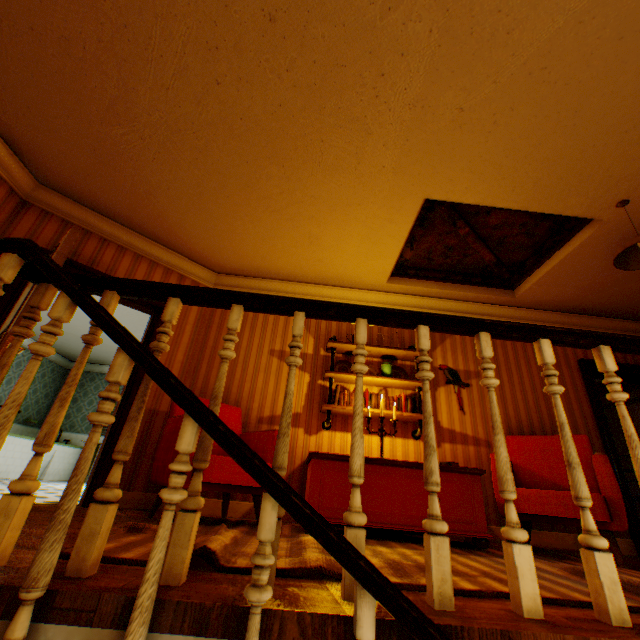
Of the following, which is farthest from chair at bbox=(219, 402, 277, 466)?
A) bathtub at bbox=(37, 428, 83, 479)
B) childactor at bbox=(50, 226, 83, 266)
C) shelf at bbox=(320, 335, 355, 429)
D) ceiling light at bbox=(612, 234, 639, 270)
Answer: bathtub at bbox=(37, 428, 83, 479)

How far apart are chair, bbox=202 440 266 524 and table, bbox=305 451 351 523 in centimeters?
30cm

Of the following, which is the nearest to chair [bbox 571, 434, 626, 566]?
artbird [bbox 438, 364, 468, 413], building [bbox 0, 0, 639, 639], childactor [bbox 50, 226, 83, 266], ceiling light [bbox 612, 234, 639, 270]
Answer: building [bbox 0, 0, 639, 639]

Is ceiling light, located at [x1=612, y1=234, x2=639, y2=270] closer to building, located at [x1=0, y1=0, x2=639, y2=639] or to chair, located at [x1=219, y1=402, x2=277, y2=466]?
building, located at [x1=0, y1=0, x2=639, y2=639]

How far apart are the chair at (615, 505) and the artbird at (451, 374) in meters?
0.6

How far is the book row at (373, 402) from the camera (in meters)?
4.06

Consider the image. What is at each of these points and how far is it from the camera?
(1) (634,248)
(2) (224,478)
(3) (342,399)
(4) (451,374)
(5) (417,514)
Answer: (1) ceiling light, 3.12m
(2) chair, 2.69m
(3) book row, 4.07m
(4) artbird, 4.61m
(5) table, 2.83m

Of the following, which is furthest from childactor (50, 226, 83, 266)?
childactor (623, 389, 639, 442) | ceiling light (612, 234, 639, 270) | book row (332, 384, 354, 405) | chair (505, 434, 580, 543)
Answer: childactor (623, 389, 639, 442)
